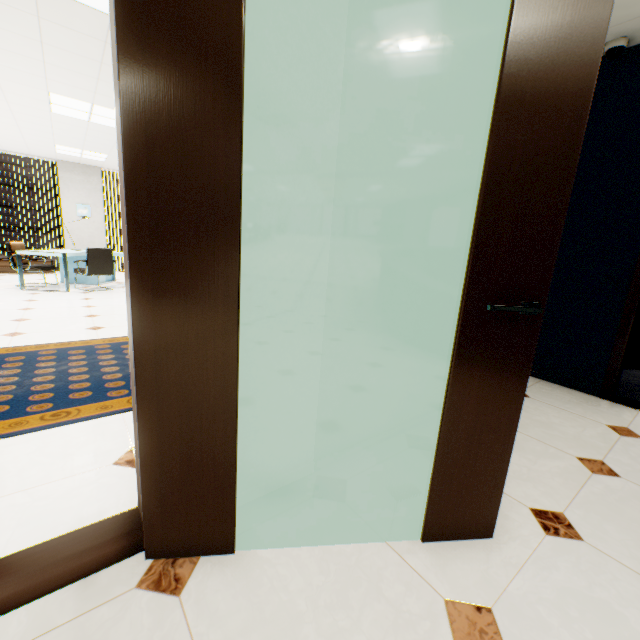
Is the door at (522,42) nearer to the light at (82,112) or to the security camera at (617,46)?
the security camera at (617,46)

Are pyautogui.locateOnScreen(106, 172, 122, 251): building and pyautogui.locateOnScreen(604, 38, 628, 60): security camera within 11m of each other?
no

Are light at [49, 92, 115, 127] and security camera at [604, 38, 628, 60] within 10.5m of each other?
yes

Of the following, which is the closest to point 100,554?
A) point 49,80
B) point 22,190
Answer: point 49,80

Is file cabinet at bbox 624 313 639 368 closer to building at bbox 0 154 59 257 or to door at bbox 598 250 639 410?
door at bbox 598 250 639 410

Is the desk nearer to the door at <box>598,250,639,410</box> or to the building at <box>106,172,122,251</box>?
the door at <box>598,250,639,410</box>

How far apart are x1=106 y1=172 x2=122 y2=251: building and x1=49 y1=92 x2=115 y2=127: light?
61.3m

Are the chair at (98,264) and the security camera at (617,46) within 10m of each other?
yes
